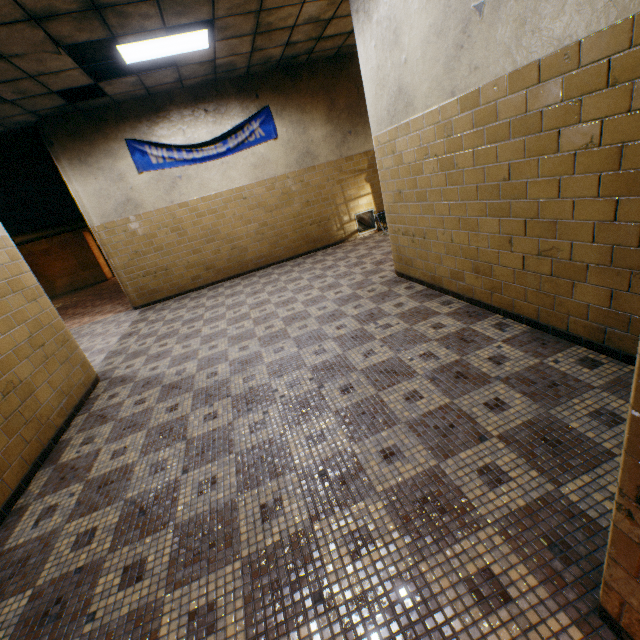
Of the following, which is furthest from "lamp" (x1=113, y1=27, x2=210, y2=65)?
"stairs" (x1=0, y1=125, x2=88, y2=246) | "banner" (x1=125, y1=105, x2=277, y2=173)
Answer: "stairs" (x1=0, y1=125, x2=88, y2=246)

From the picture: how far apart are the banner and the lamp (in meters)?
1.67

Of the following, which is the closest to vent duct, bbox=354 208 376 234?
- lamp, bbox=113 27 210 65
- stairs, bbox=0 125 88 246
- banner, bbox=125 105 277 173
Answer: banner, bbox=125 105 277 173

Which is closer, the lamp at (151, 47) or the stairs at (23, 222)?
the lamp at (151, 47)

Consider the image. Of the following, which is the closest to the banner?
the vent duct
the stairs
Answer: the stairs

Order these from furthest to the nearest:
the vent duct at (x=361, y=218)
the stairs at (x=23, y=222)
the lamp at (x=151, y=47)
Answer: the vent duct at (x=361, y=218)
the stairs at (x=23, y=222)
the lamp at (x=151, y=47)

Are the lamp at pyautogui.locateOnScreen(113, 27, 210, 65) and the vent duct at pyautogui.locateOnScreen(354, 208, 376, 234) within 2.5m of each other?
no

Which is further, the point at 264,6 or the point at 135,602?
the point at 264,6
